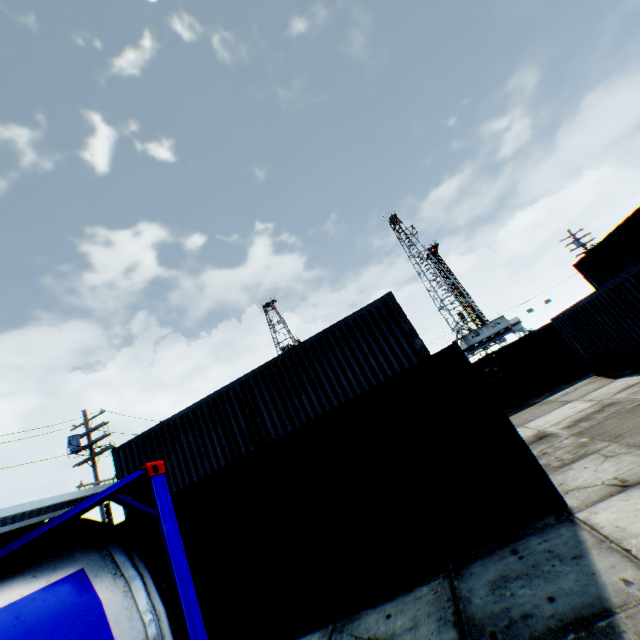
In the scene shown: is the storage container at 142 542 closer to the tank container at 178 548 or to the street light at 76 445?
the tank container at 178 548

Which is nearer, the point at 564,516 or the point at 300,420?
the point at 564,516

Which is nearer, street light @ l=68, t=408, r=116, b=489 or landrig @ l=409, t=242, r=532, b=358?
street light @ l=68, t=408, r=116, b=489

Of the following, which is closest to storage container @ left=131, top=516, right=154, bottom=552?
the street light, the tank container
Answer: the tank container

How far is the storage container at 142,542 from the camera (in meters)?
6.75

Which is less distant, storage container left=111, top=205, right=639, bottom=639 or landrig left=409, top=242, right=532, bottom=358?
storage container left=111, top=205, right=639, bottom=639

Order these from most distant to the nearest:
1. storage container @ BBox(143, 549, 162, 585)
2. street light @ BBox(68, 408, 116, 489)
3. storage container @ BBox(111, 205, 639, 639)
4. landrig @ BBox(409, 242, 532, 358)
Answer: landrig @ BBox(409, 242, 532, 358) → street light @ BBox(68, 408, 116, 489) → storage container @ BBox(143, 549, 162, 585) → storage container @ BBox(111, 205, 639, 639)
